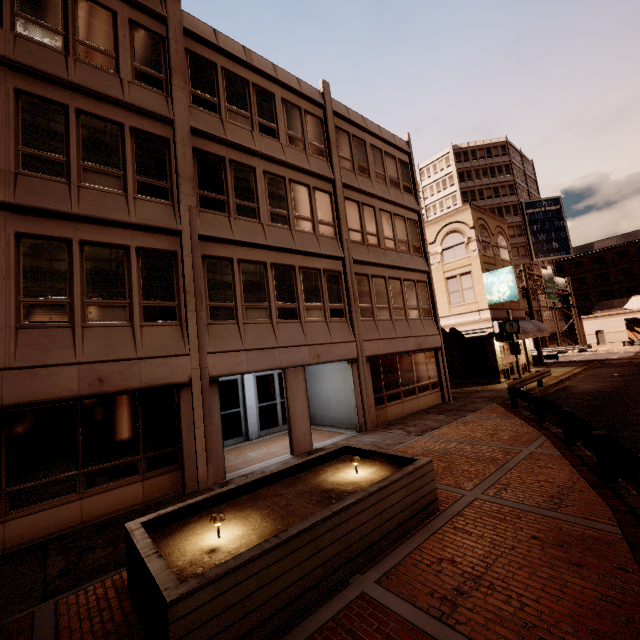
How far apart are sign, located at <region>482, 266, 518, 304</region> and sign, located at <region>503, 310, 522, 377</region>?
3.52m

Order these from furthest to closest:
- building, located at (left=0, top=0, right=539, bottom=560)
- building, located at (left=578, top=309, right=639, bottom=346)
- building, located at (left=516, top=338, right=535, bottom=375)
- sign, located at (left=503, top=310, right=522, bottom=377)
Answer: building, located at (left=578, top=309, right=639, bottom=346), building, located at (left=516, top=338, right=535, bottom=375), sign, located at (left=503, top=310, right=522, bottom=377), building, located at (left=0, top=0, right=539, bottom=560)

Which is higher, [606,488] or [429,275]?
[429,275]

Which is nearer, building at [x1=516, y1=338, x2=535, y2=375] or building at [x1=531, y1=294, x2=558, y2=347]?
building at [x1=516, y1=338, x2=535, y2=375]

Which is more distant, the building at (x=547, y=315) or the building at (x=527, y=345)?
the building at (x=547, y=315)

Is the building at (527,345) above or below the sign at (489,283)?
below

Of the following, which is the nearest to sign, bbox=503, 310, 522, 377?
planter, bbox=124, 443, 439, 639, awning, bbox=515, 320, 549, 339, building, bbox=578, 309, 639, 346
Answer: awning, bbox=515, 320, 549, 339

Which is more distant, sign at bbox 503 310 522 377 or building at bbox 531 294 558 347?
building at bbox 531 294 558 347
